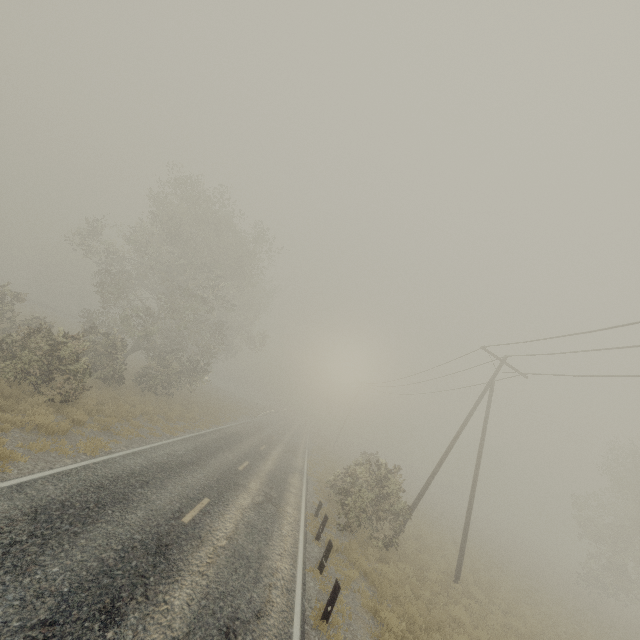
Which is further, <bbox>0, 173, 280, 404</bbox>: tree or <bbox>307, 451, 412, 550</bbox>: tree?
<bbox>307, 451, 412, 550</bbox>: tree

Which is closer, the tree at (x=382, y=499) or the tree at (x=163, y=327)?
the tree at (x=163, y=327)

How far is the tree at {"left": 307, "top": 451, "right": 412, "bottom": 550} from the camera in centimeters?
1506cm

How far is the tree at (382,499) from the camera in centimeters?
1506cm

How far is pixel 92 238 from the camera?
26.2m
